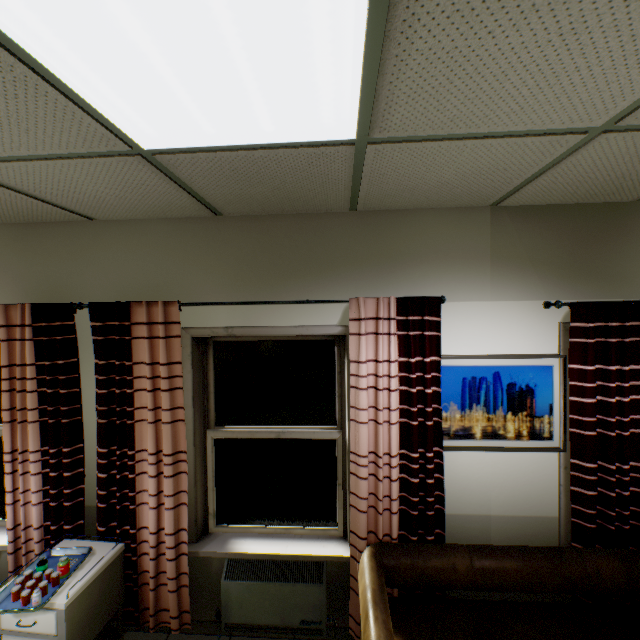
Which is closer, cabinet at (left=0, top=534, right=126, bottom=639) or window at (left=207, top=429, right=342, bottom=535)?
cabinet at (left=0, top=534, right=126, bottom=639)

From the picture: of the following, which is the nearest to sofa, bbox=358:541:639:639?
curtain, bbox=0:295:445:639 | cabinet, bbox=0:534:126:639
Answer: curtain, bbox=0:295:445:639

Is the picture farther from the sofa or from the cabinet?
the cabinet

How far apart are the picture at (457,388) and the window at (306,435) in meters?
0.7 m

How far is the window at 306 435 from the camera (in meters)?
2.59

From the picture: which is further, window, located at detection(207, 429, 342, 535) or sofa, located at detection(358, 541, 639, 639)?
window, located at detection(207, 429, 342, 535)

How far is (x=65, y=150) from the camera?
1.44m

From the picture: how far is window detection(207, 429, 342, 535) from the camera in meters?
2.6 m
